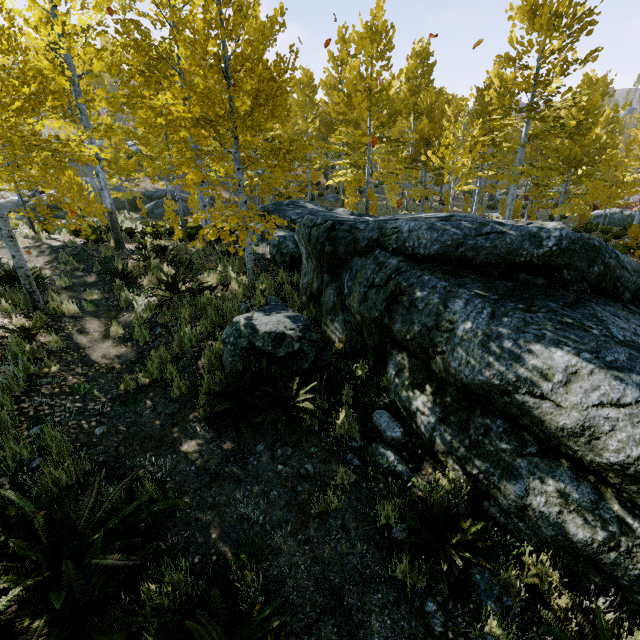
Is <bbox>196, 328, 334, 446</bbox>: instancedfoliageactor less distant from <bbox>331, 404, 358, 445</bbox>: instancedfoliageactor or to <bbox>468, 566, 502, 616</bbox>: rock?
<bbox>468, 566, 502, 616</bbox>: rock

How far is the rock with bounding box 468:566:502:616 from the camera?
2.88m

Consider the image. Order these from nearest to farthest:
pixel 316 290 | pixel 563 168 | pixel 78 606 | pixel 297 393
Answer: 1. pixel 78 606
2. pixel 297 393
3. pixel 316 290
4. pixel 563 168

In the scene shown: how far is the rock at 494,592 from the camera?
2.9 meters

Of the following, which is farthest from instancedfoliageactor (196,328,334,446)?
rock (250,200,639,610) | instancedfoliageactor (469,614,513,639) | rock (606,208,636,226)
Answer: rock (606,208,636,226)

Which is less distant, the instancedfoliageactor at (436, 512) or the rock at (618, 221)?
the instancedfoliageactor at (436, 512)

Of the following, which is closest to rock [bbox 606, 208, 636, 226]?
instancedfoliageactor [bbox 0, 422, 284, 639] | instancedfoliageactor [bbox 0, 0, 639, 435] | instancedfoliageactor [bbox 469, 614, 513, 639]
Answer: instancedfoliageactor [bbox 0, 0, 639, 435]
